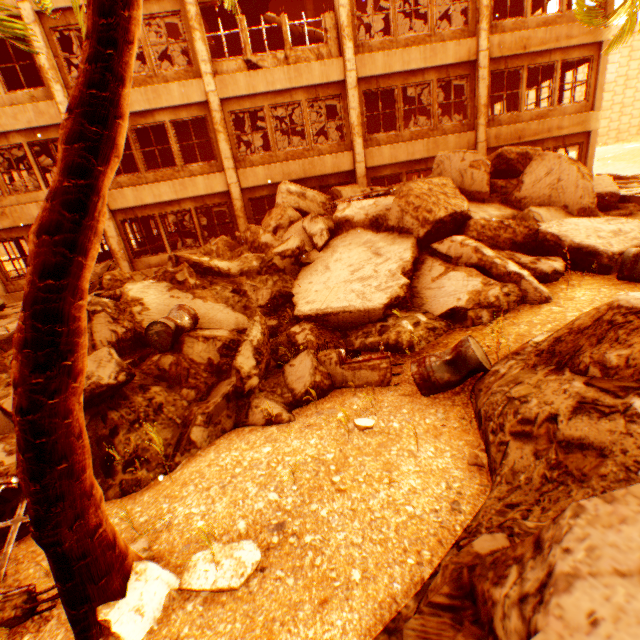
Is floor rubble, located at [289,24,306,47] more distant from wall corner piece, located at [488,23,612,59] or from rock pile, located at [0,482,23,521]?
rock pile, located at [0,482,23,521]

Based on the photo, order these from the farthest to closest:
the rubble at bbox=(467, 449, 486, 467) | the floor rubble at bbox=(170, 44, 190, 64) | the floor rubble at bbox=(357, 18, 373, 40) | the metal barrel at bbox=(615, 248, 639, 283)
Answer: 1. the floor rubble at bbox=(357, 18, 373, 40)
2. the floor rubble at bbox=(170, 44, 190, 64)
3. the metal barrel at bbox=(615, 248, 639, 283)
4. the rubble at bbox=(467, 449, 486, 467)

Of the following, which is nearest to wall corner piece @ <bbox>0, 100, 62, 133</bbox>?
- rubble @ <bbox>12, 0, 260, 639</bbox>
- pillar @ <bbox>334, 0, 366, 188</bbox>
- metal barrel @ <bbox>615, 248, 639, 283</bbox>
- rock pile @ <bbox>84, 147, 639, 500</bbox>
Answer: rubble @ <bbox>12, 0, 260, 639</bbox>

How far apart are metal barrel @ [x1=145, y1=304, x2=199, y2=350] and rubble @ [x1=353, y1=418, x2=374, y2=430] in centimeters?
324cm

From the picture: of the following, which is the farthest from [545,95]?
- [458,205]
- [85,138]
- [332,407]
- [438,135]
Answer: [85,138]

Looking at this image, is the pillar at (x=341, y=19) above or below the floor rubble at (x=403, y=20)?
below

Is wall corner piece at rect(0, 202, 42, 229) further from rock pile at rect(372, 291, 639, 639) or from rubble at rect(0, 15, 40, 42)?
rubble at rect(0, 15, 40, 42)

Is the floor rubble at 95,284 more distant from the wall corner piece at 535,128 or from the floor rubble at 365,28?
the wall corner piece at 535,128
